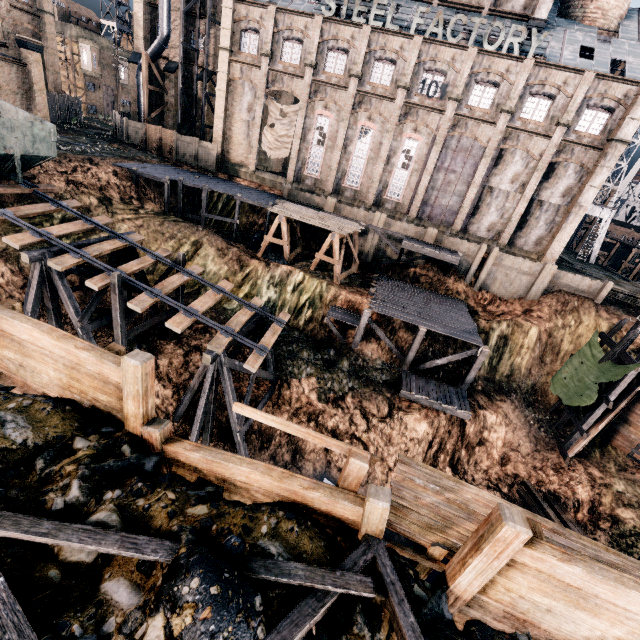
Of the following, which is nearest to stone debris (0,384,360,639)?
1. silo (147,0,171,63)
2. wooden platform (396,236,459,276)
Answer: wooden platform (396,236,459,276)

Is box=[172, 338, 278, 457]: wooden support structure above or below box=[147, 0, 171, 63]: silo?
below

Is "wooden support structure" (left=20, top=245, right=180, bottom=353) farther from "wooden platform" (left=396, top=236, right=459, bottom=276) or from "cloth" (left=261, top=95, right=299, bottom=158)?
"cloth" (left=261, top=95, right=299, bottom=158)

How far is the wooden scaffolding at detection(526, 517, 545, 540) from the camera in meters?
5.3 m

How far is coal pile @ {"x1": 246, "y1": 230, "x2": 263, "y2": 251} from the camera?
29.25m

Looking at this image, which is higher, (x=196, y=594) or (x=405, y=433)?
(x=196, y=594)

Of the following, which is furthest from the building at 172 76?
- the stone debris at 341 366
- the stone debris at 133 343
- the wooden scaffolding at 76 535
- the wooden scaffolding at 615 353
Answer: the wooden scaffolding at 76 535

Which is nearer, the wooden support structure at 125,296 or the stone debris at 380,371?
the wooden support structure at 125,296
